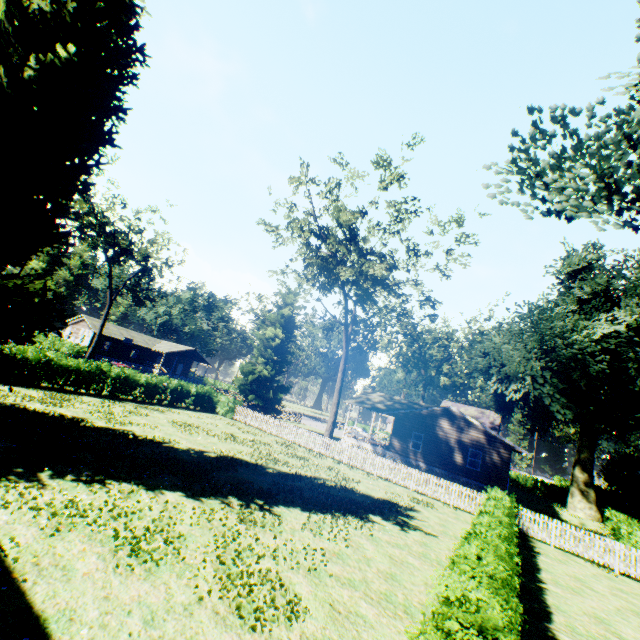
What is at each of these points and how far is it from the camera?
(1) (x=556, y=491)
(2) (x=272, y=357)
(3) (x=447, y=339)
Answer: (1) hedge, 43.2m
(2) plant, 37.0m
(3) plant, 52.3m

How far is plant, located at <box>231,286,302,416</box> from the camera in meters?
→ 36.1 m

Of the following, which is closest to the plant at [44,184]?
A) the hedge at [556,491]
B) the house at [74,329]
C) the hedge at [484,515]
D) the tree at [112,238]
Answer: the hedge at [556,491]

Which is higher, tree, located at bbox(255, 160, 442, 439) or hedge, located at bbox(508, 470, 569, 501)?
tree, located at bbox(255, 160, 442, 439)

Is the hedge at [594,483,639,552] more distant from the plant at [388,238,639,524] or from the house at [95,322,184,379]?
the house at [95,322,184,379]

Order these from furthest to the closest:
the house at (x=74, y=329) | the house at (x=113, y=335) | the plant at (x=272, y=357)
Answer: the house at (x=113, y=335)
the house at (x=74, y=329)
the plant at (x=272, y=357)

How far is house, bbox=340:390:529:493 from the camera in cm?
2694

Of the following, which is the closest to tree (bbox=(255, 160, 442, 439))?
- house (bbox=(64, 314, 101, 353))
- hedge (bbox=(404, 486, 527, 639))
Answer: hedge (bbox=(404, 486, 527, 639))
